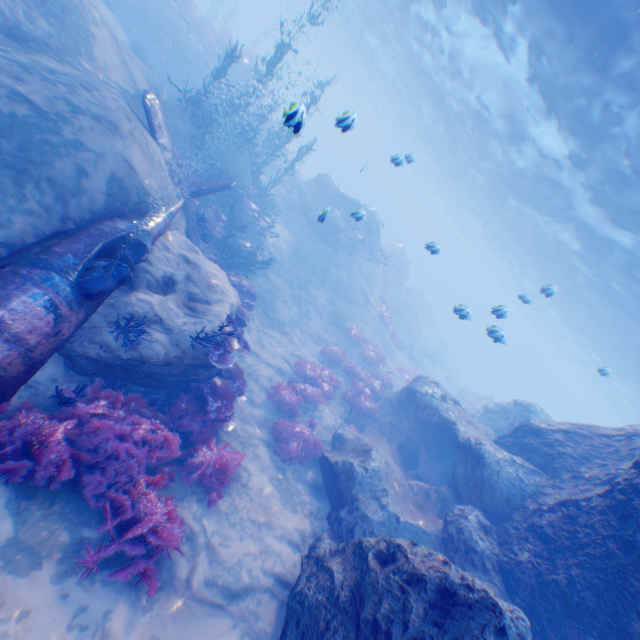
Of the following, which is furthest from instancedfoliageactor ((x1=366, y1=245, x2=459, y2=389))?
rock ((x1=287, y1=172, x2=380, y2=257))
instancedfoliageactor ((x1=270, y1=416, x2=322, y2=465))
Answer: instancedfoliageactor ((x1=270, y1=416, x2=322, y2=465))

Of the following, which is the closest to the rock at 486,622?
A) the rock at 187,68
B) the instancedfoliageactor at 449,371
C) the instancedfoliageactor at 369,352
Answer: the instancedfoliageactor at 369,352

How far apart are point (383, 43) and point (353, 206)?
13.43m

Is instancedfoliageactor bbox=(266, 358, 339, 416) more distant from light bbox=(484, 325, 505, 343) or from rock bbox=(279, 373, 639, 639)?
light bbox=(484, 325, 505, 343)

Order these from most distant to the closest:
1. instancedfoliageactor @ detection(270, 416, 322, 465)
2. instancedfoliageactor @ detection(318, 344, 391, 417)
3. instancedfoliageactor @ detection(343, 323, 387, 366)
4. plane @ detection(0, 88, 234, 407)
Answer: instancedfoliageactor @ detection(343, 323, 387, 366)
instancedfoliageactor @ detection(318, 344, 391, 417)
instancedfoliageactor @ detection(270, 416, 322, 465)
plane @ detection(0, 88, 234, 407)

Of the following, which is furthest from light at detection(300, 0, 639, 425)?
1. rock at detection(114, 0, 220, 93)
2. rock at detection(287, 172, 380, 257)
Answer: rock at detection(114, 0, 220, 93)

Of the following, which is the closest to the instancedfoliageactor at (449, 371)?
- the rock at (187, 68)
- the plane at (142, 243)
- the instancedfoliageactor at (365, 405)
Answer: the instancedfoliageactor at (365, 405)

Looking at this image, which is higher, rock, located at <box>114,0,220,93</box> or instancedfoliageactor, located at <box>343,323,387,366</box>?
rock, located at <box>114,0,220,93</box>
